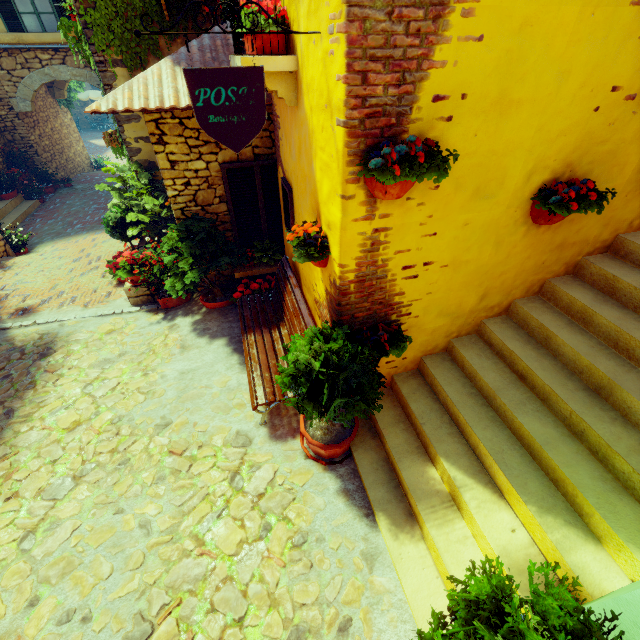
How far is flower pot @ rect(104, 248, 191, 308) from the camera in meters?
5.7

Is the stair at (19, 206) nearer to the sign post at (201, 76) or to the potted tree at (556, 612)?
the sign post at (201, 76)

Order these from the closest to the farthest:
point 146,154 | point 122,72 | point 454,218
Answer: point 454,218
point 122,72
point 146,154

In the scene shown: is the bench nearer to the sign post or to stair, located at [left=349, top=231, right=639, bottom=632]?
stair, located at [left=349, top=231, right=639, bottom=632]

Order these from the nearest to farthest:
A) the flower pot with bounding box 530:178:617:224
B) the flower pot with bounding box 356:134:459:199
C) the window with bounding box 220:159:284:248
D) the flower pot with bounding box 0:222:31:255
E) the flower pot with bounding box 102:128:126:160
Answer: the flower pot with bounding box 356:134:459:199 → the flower pot with bounding box 530:178:617:224 → the window with bounding box 220:159:284:248 → the flower pot with bounding box 102:128:126:160 → the flower pot with bounding box 0:222:31:255

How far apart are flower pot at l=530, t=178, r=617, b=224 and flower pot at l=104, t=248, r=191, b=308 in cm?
607

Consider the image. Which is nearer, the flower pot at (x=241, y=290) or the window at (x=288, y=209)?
the window at (x=288, y=209)

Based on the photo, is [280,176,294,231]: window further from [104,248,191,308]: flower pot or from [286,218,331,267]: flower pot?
[104,248,191,308]: flower pot
